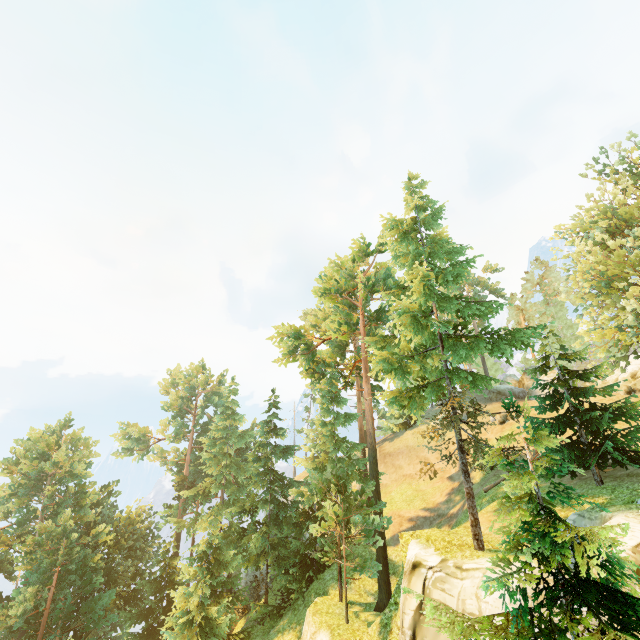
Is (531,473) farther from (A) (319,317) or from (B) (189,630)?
(A) (319,317)

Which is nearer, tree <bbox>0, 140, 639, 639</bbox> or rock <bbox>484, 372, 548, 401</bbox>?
tree <bbox>0, 140, 639, 639</bbox>

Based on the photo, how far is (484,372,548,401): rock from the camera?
40.2 meters

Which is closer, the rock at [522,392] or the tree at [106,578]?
the tree at [106,578]

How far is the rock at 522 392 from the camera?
40.2m
